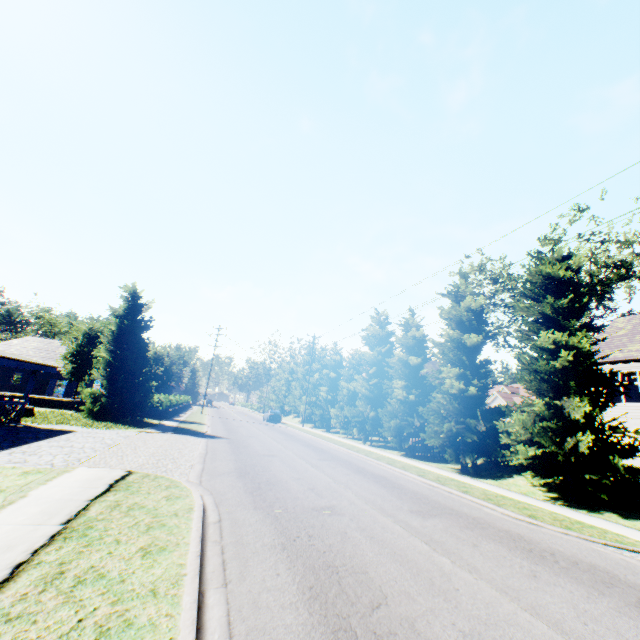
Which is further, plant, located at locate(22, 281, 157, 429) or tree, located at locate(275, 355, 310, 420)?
tree, located at locate(275, 355, 310, 420)

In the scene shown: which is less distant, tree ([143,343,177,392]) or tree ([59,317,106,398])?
tree ([59,317,106,398])

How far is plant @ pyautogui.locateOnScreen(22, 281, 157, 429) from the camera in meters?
20.0

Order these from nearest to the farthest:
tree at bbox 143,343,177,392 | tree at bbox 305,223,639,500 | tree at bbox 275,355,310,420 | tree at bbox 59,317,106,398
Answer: tree at bbox 305,223,639,500 → tree at bbox 59,317,106,398 → tree at bbox 143,343,177,392 → tree at bbox 275,355,310,420

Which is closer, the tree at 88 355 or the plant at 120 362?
the plant at 120 362

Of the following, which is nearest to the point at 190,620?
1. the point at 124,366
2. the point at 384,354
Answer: the point at 124,366
